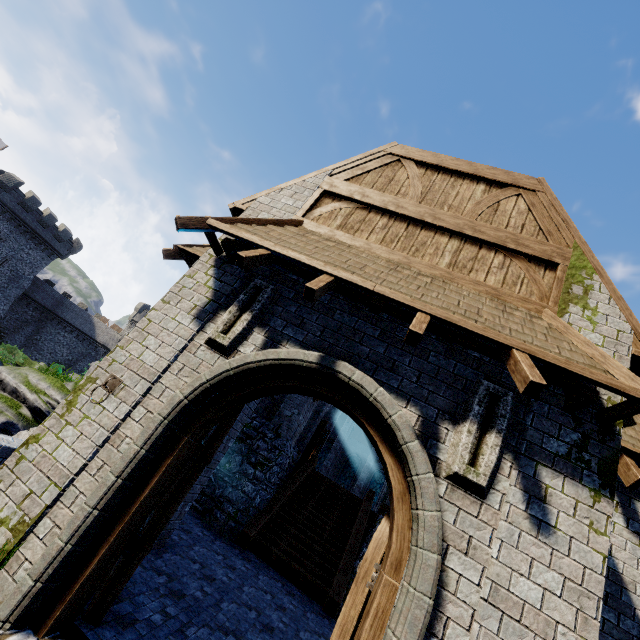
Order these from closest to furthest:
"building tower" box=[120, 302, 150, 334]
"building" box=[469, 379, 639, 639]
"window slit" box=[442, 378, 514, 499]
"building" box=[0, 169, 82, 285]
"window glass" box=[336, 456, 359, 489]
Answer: "building" box=[469, 379, 639, 639], "window slit" box=[442, 378, 514, 499], "window glass" box=[336, 456, 359, 489], "building" box=[0, 169, 82, 285], "building tower" box=[120, 302, 150, 334]

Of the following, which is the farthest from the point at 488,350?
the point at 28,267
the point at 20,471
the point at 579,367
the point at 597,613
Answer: the point at 28,267

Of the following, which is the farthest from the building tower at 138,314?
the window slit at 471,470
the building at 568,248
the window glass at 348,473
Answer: the window slit at 471,470

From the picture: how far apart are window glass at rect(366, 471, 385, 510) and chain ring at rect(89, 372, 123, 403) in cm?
3322

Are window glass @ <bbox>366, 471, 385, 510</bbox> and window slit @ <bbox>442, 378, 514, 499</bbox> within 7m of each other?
no

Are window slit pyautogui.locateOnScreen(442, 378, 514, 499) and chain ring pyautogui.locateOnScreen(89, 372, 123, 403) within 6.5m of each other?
yes

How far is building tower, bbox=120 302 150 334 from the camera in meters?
53.3

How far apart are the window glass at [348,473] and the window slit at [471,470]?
32.8m
